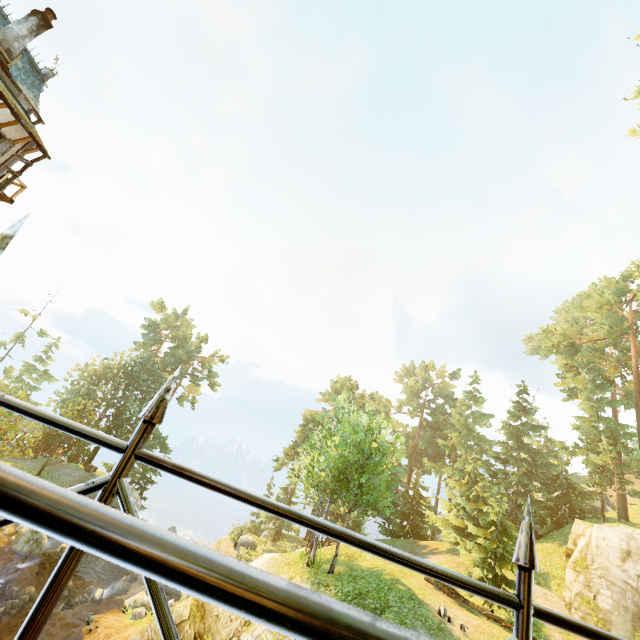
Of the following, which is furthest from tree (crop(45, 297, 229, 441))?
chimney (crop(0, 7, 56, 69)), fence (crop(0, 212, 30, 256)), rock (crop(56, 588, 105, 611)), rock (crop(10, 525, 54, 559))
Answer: chimney (crop(0, 7, 56, 69))

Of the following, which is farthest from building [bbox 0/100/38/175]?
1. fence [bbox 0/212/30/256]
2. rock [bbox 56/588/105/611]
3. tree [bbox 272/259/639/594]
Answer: rock [bbox 56/588/105/611]

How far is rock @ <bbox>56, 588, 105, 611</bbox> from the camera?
18.4 meters

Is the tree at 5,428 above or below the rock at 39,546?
above

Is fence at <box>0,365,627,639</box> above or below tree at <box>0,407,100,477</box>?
above

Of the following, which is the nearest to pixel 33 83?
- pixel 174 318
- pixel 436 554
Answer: pixel 174 318

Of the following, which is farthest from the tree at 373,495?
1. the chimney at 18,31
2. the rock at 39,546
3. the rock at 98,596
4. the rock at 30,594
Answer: the chimney at 18,31

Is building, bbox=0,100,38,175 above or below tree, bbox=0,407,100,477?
above
